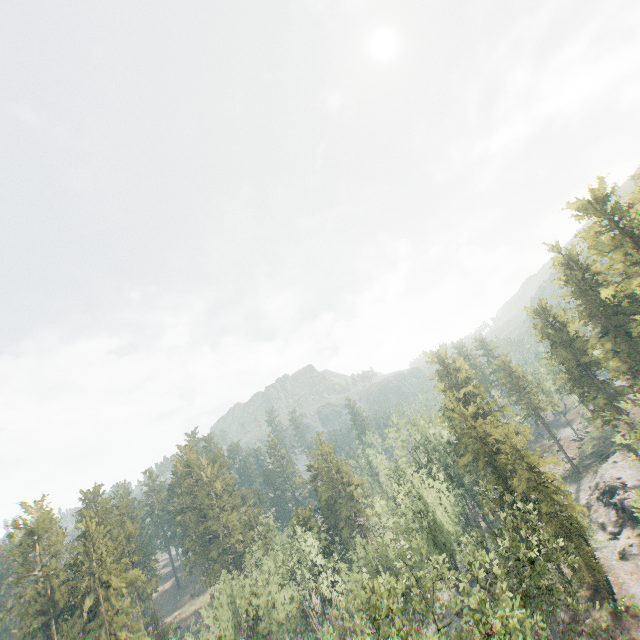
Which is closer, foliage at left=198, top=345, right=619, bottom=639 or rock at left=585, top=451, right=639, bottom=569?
foliage at left=198, top=345, right=619, bottom=639

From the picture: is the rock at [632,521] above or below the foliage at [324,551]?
below

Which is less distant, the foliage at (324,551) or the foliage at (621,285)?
the foliage at (324,551)

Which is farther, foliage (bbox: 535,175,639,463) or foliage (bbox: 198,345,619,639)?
foliage (bbox: 535,175,639,463)

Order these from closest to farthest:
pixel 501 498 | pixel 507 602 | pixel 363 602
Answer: pixel 507 602 → pixel 363 602 → pixel 501 498

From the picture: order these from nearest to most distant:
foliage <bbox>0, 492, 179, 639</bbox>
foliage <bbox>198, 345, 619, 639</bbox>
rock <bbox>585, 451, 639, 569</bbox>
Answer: foliage <bbox>198, 345, 619, 639</bbox> < rock <bbox>585, 451, 639, 569</bbox> < foliage <bbox>0, 492, 179, 639</bbox>

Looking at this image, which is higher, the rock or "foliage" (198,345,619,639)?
"foliage" (198,345,619,639)
